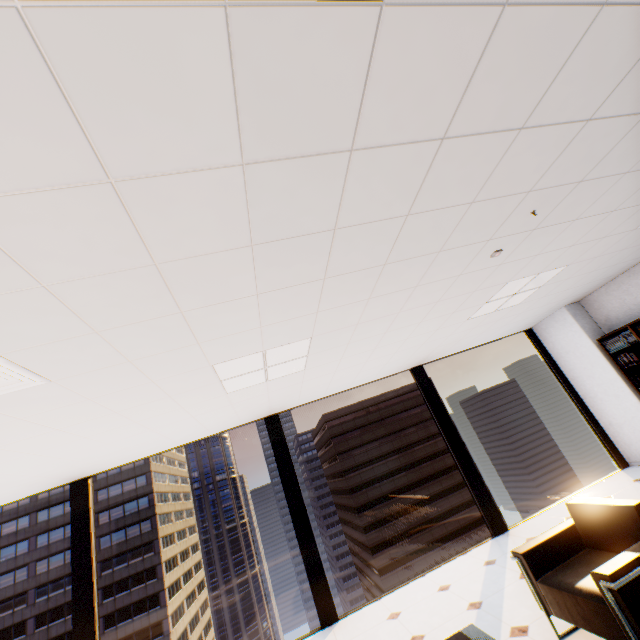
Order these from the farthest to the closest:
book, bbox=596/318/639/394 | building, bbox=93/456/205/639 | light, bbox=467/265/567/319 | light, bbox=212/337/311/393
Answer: building, bbox=93/456/205/639 → book, bbox=596/318/639/394 → light, bbox=467/265/567/319 → light, bbox=212/337/311/393

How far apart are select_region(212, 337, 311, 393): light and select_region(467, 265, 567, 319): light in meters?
2.5 m

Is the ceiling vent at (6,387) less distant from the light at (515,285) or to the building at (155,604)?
the light at (515,285)

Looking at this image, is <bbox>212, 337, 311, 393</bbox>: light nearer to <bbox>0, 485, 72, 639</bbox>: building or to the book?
the book

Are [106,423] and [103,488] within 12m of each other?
no

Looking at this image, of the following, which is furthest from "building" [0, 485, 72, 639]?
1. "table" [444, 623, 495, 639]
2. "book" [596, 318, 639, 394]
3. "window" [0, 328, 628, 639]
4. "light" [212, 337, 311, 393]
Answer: "book" [596, 318, 639, 394]

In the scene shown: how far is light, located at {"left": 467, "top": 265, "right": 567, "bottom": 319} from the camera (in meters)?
4.03

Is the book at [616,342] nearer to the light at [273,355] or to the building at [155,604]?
the light at [273,355]
